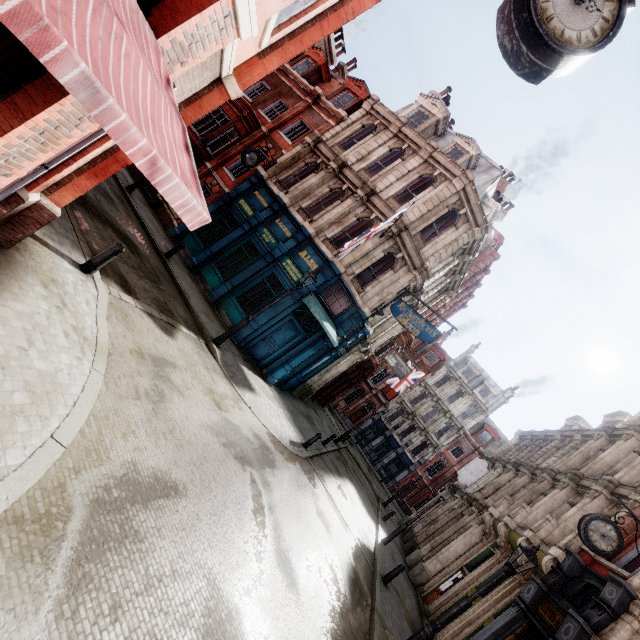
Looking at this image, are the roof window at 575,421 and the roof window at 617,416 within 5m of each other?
yes

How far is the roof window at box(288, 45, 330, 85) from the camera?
21.9m

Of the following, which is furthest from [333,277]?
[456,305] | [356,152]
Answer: Result: [456,305]

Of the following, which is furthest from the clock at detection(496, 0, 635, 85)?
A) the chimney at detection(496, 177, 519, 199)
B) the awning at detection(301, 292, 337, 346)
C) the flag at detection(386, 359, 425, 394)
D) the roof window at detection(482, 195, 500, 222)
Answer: the flag at detection(386, 359, 425, 394)

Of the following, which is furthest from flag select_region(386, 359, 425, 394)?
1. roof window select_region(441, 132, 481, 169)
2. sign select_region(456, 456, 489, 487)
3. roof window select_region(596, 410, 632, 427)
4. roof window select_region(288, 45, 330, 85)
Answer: roof window select_region(288, 45, 330, 85)

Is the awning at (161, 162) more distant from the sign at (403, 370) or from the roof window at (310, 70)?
the roof window at (310, 70)

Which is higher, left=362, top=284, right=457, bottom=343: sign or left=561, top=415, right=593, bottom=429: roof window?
left=561, top=415, right=593, bottom=429: roof window

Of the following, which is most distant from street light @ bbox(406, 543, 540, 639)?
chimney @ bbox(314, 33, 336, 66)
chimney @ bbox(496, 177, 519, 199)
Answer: chimney @ bbox(314, 33, 336, 66)
